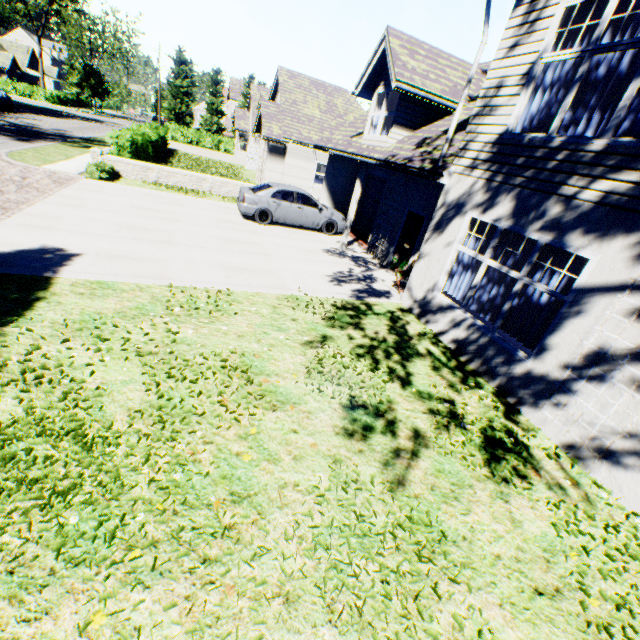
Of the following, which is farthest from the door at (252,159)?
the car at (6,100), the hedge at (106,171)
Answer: the car at (6,100)

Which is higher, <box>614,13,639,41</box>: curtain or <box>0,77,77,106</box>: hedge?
<box>614,13,639,41</box>: curtain

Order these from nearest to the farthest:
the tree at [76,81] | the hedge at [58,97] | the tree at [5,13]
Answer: the tree at [5,13], the hedge at [58,97], the tree at [76,81]

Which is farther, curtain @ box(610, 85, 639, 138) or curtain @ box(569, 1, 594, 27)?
curtain @ box(569, 1, 594, 27)

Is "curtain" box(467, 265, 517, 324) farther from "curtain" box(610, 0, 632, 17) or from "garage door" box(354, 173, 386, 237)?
"garage door" box(354, 173, 386, 237)

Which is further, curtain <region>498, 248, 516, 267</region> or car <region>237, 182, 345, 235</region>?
car <region>237, 182, 345, 235</region>

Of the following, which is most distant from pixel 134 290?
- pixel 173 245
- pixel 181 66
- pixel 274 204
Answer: pixel 181 66

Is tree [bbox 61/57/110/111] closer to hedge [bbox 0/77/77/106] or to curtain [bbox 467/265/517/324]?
hedge [bbox 0/77/77/106]
